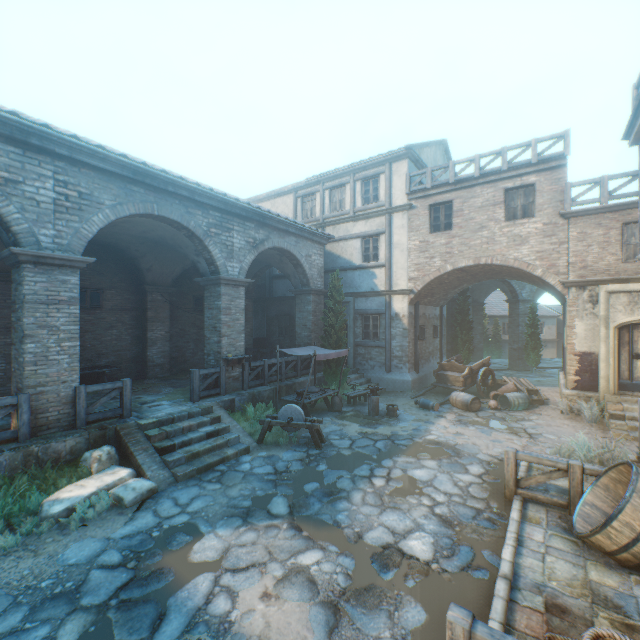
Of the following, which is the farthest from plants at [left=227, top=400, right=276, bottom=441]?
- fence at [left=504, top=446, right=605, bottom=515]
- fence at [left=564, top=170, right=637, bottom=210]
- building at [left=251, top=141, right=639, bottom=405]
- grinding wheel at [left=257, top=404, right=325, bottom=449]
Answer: fence at [left=564, top=170, right=637, bottom=210]

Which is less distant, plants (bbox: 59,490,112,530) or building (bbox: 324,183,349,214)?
plants (bbox: 59,490,112,530)

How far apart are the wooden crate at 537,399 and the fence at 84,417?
14.3m

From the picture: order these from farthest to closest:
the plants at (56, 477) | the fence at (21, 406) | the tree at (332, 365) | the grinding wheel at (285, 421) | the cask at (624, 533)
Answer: the tree at (332, 365), the grinding wheel at (285, 421), the fence at (21, 406), the plants at (56, 477), the cask at (624, 533)

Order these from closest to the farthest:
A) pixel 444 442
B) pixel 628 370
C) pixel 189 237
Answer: pixel 444 442, pixel 189 237, pixel 628 370

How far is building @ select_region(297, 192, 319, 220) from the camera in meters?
18.4

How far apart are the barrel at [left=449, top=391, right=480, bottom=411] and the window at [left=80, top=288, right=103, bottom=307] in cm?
1433

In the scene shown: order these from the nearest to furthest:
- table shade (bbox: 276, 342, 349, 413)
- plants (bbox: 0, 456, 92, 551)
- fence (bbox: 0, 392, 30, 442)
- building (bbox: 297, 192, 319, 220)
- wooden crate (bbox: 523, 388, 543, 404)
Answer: plants (bbox: 0, 456, 92, 551) → fence (bbox: 0, 392, 30, 442) → table shade (bbox: 276, 342, 349, 413) → wooden crate (bbox: 523, 388, 543, 404) → building (bbox: 297, 192, 319, 220)
